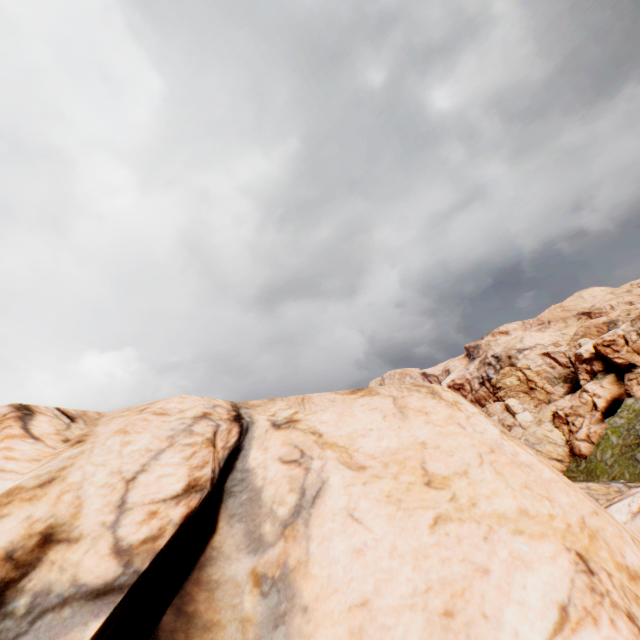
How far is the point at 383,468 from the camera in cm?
649
